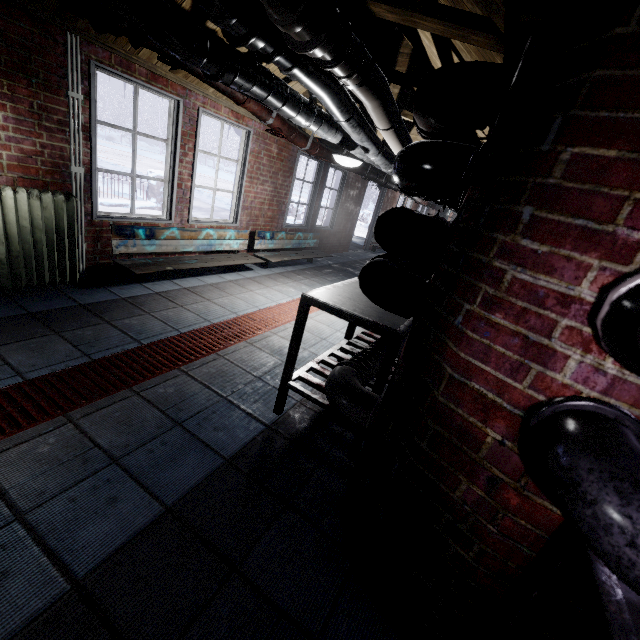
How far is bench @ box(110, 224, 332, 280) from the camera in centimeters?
332cm

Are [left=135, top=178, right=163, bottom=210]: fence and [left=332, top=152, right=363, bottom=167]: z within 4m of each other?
no

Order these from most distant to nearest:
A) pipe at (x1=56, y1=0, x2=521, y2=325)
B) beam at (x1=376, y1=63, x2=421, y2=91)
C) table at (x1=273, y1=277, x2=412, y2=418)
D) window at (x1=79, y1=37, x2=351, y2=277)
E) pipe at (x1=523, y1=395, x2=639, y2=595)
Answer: window at (x1=79, y1=37, x2=351, y2=277), beam at (x1=376, y1=63, x2=421, y2=91), table at (x1=273, y1=277, x2=412, y2=418), pipe at (x1=56, y1=0, x2=521, y2=325), pipe at (x1=523, y1=395, x2=639, y2=595)

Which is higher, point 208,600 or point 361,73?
point 361,73

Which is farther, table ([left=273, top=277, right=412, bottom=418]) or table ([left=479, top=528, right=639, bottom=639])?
table ([left=273, top=277, right=412, bottom=418])

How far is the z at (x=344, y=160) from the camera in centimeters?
323cm

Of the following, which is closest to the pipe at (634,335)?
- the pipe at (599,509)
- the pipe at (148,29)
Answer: the pipe at (599,509)

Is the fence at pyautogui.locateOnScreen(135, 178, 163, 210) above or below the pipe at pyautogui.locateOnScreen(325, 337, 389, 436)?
below
